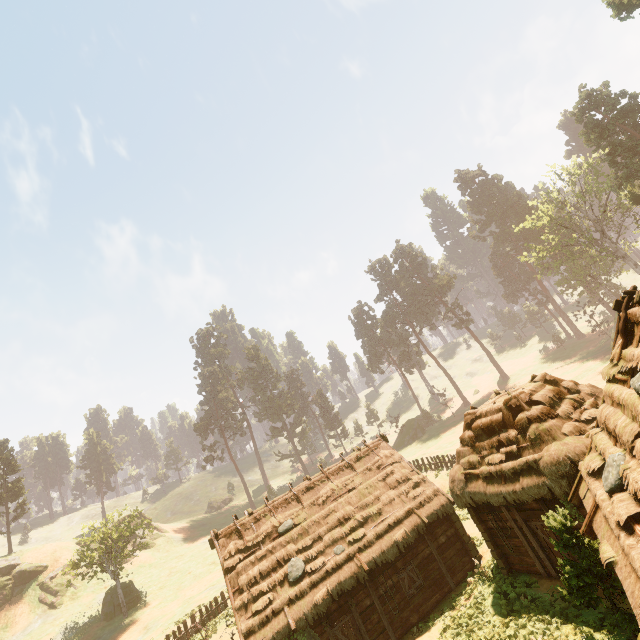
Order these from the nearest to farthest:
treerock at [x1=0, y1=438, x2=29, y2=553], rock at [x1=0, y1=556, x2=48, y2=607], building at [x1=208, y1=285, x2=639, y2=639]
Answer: building at [x1=208, y1=285, x2=639, y2=639]
rock at [x1=0, y1=556, x2=48, y2=607]
treerock at [x1=0, y1=438, x2=29, y2=553]

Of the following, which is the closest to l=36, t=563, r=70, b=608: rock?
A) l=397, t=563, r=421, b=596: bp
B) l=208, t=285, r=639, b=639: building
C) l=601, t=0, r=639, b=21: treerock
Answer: l=601, t=0, r=639, b=21: treerock

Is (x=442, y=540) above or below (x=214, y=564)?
below

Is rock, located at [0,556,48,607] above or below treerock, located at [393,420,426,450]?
above

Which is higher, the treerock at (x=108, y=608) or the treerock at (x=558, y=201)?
the treerock at (x=558, y=201)

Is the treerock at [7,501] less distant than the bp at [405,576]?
No

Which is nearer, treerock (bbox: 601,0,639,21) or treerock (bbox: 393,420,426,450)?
treerock (bbox: 601,0,639,21)

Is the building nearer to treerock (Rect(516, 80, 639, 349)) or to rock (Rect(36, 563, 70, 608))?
treerock (Rect(516, 80, 639, 349))
